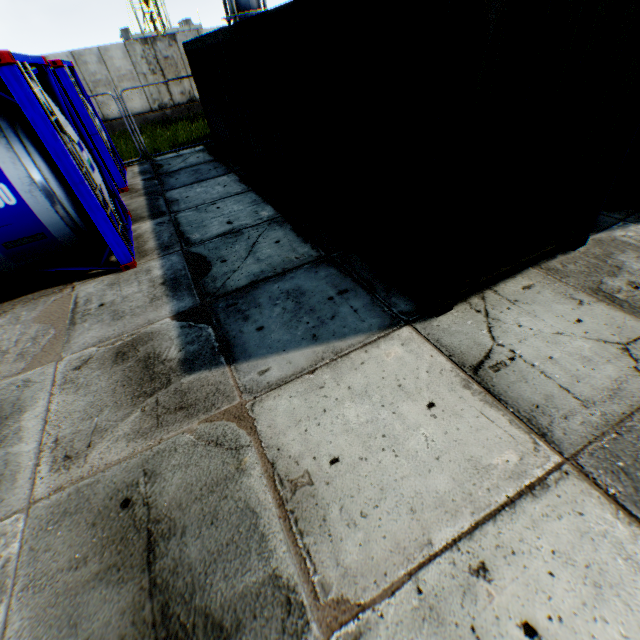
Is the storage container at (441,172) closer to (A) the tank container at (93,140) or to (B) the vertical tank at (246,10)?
(A) the tank container at (93,140)

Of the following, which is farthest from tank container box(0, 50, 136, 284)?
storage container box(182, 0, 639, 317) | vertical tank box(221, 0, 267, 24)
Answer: vertical tank box(221, 0, 267, 24)

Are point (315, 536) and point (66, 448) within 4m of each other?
yes

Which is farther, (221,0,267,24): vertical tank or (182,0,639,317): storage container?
(221,0,267,24): vertical tank

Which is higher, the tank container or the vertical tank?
the vertical tank
